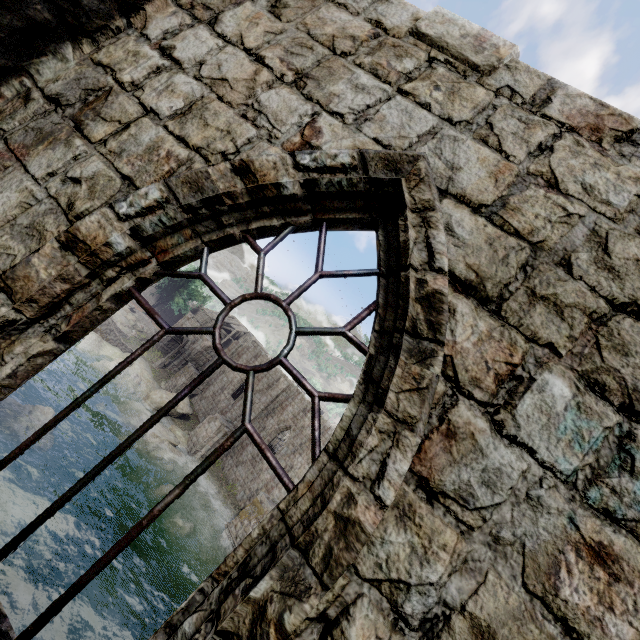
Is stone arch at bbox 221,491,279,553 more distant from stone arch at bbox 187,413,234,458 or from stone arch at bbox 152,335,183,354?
stone arch at bbox 152,335,183,354

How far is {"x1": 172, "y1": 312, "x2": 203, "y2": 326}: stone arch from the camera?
43.62m

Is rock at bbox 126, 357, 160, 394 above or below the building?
below

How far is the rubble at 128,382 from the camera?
30.2 meters

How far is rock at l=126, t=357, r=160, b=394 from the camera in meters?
32.3

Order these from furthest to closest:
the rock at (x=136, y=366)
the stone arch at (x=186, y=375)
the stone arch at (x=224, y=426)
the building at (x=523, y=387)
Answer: the stone arch at (x=186, y=375), the rock at (x=136, y=366), the stone arch at (x=224, y=426), the building at (x=523, y=387)

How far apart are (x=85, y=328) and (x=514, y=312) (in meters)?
2.35

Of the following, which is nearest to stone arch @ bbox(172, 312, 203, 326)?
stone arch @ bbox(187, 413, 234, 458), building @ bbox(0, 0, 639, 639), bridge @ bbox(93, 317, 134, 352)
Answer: building @ bbox(0, 0, 639, 639)
